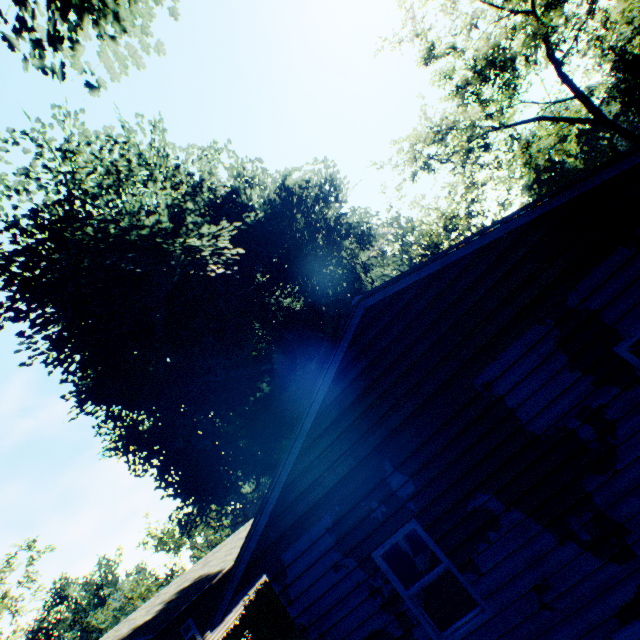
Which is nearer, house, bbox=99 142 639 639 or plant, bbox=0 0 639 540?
house, bbox=99 142 639 639

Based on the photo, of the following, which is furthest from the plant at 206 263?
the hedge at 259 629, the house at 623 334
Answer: the hedge at 259 629

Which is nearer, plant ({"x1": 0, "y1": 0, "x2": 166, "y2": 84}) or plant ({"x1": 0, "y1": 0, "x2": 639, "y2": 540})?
plant ({"x1": 0, "y1": 0, "x2": 166, "y2": 84})

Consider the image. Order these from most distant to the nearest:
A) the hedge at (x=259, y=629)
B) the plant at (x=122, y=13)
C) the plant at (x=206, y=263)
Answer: the hedge at (x=259, y=629) → the plant at (x=206, y=263) → the plant at (x=122, y=13)

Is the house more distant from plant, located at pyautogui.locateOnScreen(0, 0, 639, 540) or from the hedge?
the hedge

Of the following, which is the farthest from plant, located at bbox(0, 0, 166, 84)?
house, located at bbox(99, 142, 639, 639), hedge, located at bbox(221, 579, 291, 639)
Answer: hedge, located at bbox(221, 579, 291, 639)

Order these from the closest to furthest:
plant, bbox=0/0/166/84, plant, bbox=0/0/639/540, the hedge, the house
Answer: the house, plant, bbox=0/0/166/84, plant, bbox=0/0/639/540, the hedge

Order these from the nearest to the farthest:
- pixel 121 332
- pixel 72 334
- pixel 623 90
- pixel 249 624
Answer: pixel 249 624, pixel 121 332, pixel 72 334, pixel 623 90
